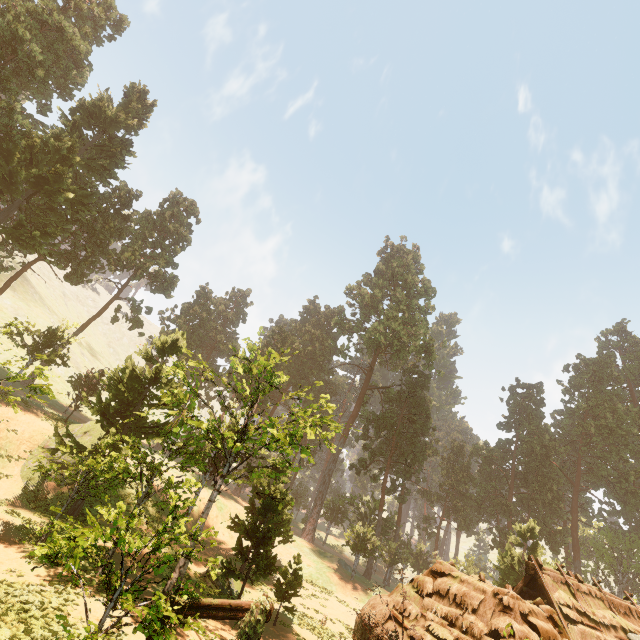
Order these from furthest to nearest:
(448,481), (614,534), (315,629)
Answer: (614,534) < (448,481) < (315,629)

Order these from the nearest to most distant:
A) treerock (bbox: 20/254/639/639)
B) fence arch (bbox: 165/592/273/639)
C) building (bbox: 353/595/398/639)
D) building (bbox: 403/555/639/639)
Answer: fence arch (bbox: 165/592/273/639)
building (bbox: 403/555/639/639)
building (bbox: 353/595/398/639)
treerock (bbox: 20/254/639/639)

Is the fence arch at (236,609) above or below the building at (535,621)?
below

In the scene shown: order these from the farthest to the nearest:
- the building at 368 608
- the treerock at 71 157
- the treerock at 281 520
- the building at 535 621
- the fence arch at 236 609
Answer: the treerock at 71 157, the treerock at 281 520, the building at 368 608, the building at 535 621, the fence arch at 236 609

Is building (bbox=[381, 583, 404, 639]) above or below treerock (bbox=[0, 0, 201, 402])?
below

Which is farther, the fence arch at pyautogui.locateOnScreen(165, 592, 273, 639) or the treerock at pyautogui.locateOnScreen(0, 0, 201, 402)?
the treerock at pyautogui.locateOnScreen(0, 0, 201, 402)
